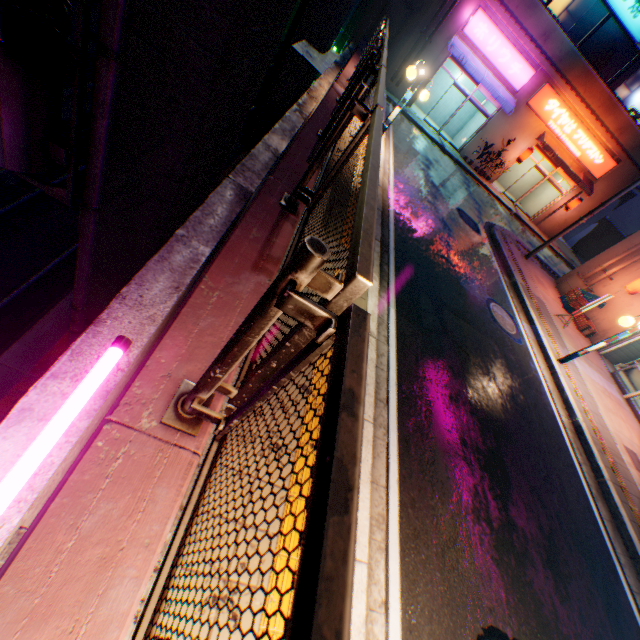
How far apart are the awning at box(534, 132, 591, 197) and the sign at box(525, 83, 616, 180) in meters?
0.1

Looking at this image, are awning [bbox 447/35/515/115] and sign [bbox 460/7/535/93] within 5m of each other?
yes

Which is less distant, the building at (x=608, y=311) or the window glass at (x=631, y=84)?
the building at (x=608, y=311)

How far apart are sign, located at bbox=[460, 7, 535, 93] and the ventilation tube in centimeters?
1125cm

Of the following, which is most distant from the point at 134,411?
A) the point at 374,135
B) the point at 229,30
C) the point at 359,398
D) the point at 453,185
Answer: the point at 453,185

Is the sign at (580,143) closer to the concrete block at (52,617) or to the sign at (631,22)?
the sign at (631,22)

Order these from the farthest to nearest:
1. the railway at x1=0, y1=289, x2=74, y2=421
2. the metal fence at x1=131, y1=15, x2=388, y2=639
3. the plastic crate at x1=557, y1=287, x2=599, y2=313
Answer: the plastic crate at x1=557, y1=287, x2=599, y2=313
the railway at x1=0, y1=289, x2=74, y2=421
the metal fence at x1=131, y1=15, x2=388, y2=639

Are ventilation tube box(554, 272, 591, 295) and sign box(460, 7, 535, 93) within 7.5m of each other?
no
